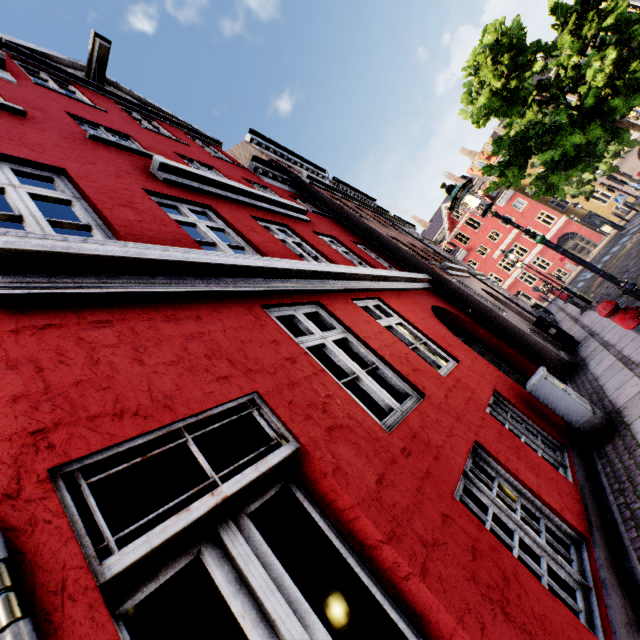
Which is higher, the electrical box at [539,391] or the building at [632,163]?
the building at [632,163]

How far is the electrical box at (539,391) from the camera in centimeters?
461cm

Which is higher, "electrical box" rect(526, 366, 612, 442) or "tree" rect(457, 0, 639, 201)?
"tree" rect(457, 0, 639, 201)

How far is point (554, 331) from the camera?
9.79m

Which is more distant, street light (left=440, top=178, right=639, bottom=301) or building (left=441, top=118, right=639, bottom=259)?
building (left=441, top=118, right=639, bottom=259)

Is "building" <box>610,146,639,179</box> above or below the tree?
below

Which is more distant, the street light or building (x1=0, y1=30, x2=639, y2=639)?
the street light
